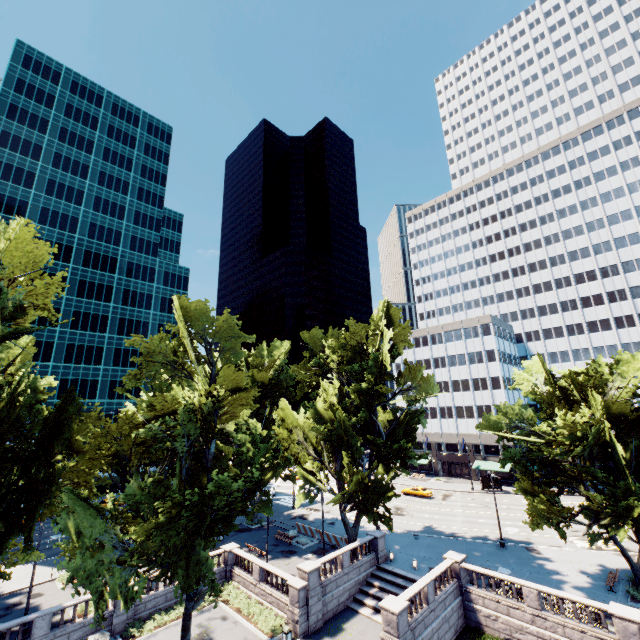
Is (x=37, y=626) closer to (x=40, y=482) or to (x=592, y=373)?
(x=40, y=482)

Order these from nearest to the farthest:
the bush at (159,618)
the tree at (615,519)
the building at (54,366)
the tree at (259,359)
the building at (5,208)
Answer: the tree at (259,359) → the tree at (615,519) → the bush at (159,618) → the building at (54,366) → the building at (5,208)

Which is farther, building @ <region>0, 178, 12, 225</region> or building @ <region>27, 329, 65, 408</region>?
building @ <region>0, 178, 12, 225</region>

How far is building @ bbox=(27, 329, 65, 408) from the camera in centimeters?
5794cm

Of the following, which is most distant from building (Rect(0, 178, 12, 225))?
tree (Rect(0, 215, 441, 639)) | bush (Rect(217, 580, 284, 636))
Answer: bush (Rect(217, 580, 284, 636))

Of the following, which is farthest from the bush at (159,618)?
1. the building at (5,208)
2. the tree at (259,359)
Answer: the building at (5,208)

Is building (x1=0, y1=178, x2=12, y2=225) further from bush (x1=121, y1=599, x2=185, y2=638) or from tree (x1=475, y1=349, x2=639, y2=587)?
bush (x1=121, y1=599, x2=185, y2=638)

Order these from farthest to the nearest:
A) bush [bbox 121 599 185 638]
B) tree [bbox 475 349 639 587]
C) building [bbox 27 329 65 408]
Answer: building [bbox 27 329 65 408], bush [bbox 121 599 185 638], tree [bbox 475 349 639 587]
